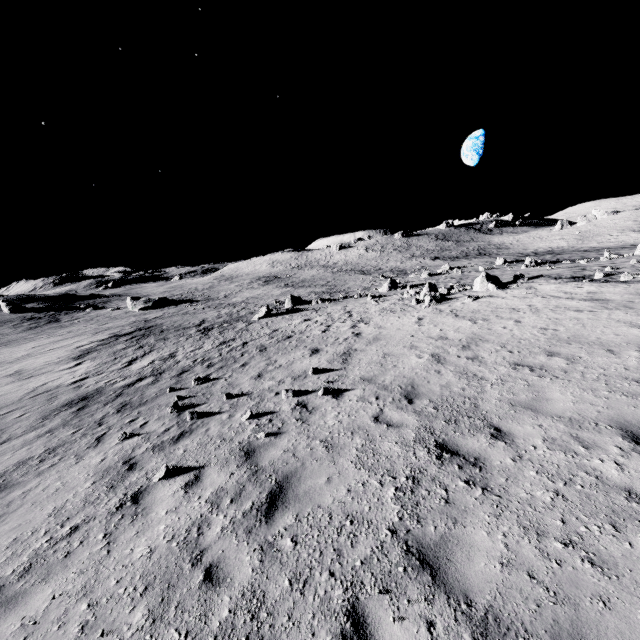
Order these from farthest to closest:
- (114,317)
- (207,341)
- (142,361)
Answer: (114,317) < (207,341) < (142,361)

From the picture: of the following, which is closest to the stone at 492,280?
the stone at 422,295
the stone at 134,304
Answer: the stone at 422,295

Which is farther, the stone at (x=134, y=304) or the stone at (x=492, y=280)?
the stone at (x=134, y=304)

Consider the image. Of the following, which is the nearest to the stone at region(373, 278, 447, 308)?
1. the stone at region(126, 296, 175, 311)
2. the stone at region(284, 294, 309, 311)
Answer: the stone at region(284, 294, 309, 311)

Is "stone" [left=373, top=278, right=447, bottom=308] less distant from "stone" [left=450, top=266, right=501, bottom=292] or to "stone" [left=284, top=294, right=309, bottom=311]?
"stone" [left=450, top=266, right=501, bottom=292]

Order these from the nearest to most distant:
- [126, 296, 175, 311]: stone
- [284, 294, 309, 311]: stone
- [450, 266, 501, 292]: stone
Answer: [450, 266, 501, 292]: stone < [284, 294, 309, 311]: stone < [126, 296, 175, 311]: stone

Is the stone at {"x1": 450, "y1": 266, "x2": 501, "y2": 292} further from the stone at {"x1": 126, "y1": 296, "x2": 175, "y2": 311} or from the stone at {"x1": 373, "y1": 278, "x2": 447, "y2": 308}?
the stone at {"x1": 126, "y1": 296, "x2": 175, "y2": 311}

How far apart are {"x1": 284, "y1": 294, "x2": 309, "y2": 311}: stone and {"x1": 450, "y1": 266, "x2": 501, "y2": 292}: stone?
17.1m
